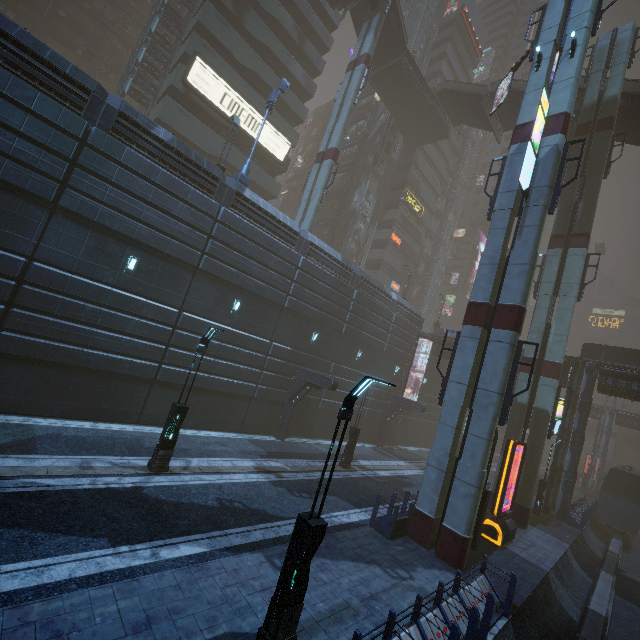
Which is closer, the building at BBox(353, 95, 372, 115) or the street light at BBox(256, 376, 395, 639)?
the street light at BBox(256, 376, 395, 639)

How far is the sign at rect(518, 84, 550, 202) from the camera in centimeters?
1307cm

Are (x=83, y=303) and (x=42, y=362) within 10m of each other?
yes

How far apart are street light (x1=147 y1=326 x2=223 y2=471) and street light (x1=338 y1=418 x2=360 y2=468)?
10.6 meters

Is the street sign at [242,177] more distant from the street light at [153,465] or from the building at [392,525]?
the street light at [153,465]

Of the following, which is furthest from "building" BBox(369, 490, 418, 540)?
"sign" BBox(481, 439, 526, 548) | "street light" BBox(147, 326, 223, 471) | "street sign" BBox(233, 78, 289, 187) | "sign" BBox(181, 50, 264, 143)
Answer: "street light" BBox(147, 326, 223, 471)

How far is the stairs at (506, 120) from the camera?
30.6 meters

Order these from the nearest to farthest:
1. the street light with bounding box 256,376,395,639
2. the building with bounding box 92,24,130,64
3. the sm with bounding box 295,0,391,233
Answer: the street light with bounding box 256,376,395,639
the sm with bounding box 295,0,391,233
the building with bounding box 92,24,130,64
